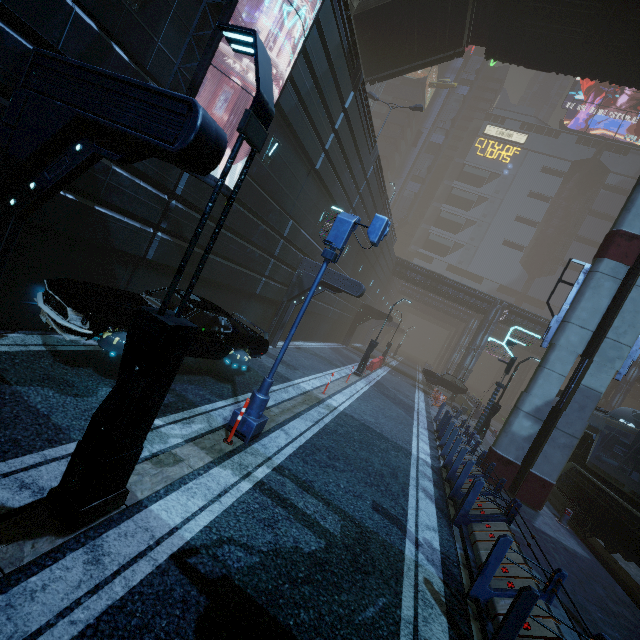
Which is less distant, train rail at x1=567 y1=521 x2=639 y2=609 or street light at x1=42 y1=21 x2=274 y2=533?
street light at x1=42 y1=21 x2=274 y2=533

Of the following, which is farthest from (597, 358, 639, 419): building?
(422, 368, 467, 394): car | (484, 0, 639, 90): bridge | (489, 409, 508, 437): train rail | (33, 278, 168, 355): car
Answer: (484, 0, 639, 90): bridge

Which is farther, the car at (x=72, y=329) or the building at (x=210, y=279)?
the building at (x=210, y=279)

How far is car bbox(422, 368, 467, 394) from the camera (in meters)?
27.58

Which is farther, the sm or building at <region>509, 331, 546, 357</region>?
building at <region>509, 331, 546, 357</region>

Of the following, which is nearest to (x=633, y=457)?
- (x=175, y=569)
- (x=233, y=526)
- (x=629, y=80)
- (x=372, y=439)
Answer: (x=372, y=439)

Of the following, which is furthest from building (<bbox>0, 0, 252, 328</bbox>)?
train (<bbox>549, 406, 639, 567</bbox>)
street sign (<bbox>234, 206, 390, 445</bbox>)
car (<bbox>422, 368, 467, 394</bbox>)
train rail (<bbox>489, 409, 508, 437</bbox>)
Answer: street sign (<bbox>234, 206, 390, 445</bbox>)

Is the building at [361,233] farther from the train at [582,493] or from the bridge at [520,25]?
the bridge at [520,25]
